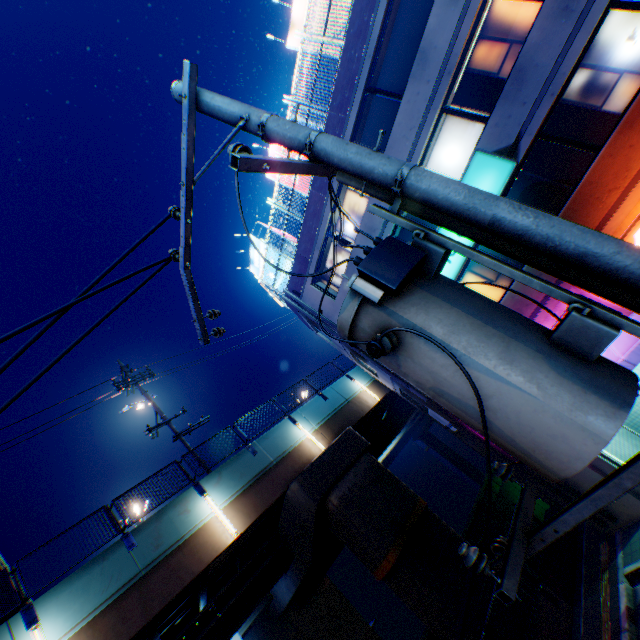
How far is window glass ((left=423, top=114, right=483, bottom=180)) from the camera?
10.4 meters

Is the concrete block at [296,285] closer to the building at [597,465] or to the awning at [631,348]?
the building at [597,465]

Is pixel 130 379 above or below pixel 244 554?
above

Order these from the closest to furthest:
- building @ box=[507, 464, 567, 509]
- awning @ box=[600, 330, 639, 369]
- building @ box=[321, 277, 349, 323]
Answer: awning @ box=[600, 330, 639, 369]
building @ box=[507, 464, 567, 509]
building @ box=[321, 277, 349, 323]

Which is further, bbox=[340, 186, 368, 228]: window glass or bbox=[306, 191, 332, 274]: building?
bbox=[306, 191, 332, 274]: building

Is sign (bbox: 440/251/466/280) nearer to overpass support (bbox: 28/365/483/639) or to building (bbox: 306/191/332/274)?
building (bbox: 306/191/332/274)

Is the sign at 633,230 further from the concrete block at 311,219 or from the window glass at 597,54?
the concrete block at 311,219

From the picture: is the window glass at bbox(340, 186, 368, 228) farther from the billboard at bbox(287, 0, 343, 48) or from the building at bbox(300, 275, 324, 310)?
the billboard at bbox(287, 0, 343, 48)
